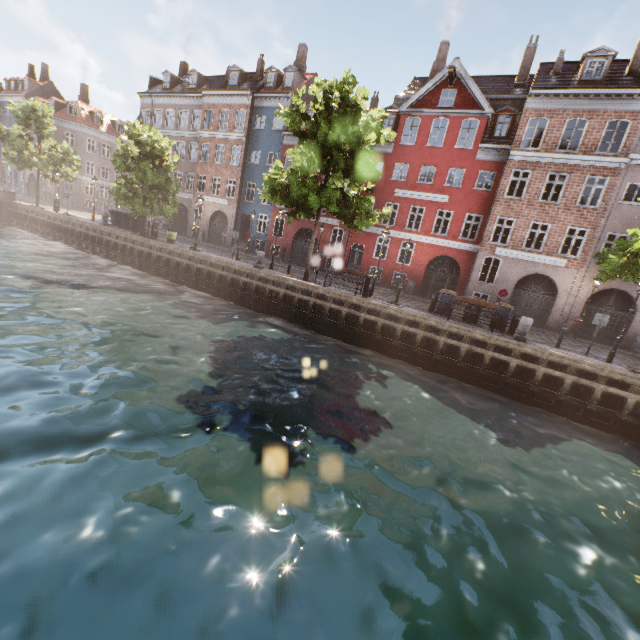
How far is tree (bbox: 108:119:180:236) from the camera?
22.2m

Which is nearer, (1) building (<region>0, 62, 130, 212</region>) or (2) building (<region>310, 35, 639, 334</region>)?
(2) building (<region>310, 35, 639, 334</region>)

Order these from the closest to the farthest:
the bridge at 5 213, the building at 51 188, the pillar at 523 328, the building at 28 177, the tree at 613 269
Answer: the tree at 613 269 → the pillar at 523 328 → the bridge at 5 213 → the building at 51 188 → the building at 28 177

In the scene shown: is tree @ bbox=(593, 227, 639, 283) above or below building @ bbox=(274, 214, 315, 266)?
above

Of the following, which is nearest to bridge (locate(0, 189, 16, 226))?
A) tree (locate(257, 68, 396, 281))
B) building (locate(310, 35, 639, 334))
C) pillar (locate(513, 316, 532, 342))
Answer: tree (locate(257, 68, 396, 281))

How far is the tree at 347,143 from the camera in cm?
1468

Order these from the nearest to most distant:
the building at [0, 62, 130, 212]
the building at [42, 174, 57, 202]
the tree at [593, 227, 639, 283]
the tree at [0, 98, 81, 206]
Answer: the tree at [593, 227, 639, 283], the tree at [0, 98, 81, 206], the building at [0, 62, 130, 212], the building at [42, 174, 57, 202]

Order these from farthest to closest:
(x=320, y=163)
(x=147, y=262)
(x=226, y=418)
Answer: (x=147, y=262) → (x=320, y=163) → (x=226, y=418)
